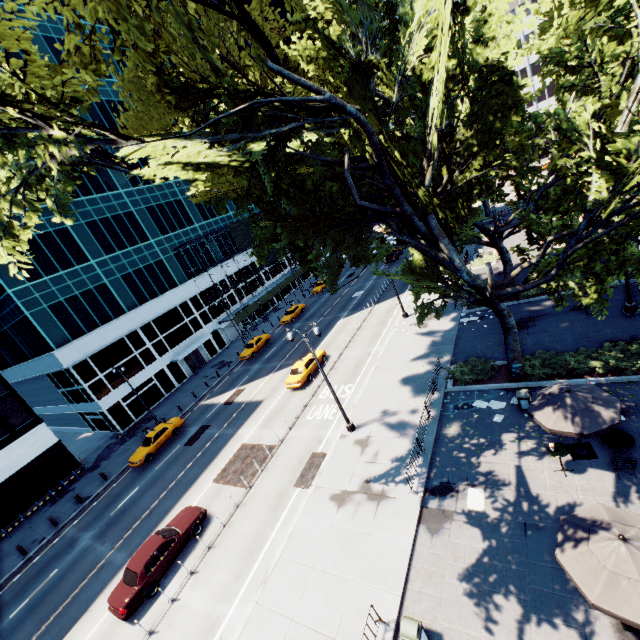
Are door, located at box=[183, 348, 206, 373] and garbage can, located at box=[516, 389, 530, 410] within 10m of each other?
no

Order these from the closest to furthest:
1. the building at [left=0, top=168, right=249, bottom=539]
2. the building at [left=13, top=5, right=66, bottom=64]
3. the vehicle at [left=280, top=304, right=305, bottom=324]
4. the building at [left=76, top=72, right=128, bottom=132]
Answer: the building at [left=0, top=168, right=249, bottom=539]
the building at [left=13, top=5, right=66, bottom=64]
the building at [left=76, top=72, right=128, bottom=132]
the vehicle at [left=280, top=304, right=305, bottom=324]

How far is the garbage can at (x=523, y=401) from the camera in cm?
1522

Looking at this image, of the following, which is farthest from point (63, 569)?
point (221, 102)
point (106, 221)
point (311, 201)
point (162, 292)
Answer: point (106, 221)

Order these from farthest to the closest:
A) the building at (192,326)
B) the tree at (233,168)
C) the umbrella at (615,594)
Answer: the building at (192,326) < the tree at (233,168) < the umbrella at (615,594)

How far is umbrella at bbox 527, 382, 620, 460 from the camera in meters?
10.9 m

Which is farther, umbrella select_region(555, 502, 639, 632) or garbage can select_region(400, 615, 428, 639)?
garbage can select_region(400, 615, 428, 639)

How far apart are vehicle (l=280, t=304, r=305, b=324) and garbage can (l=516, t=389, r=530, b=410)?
32.4m
